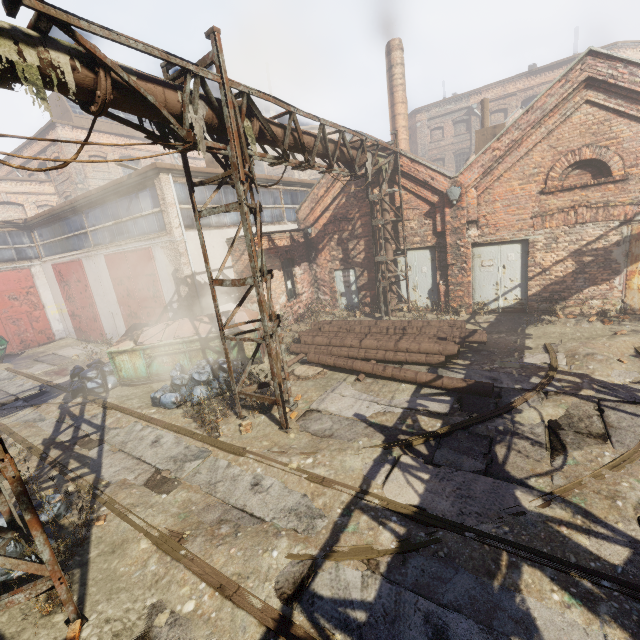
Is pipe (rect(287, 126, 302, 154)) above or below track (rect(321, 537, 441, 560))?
above

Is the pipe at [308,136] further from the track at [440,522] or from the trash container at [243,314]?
the trash container at [243,314]

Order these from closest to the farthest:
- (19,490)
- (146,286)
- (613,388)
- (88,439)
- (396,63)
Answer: (19,490) → (613,388) → (88,439) → (146,286) → (396,63)

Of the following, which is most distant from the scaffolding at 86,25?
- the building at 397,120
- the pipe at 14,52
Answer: the building at 397,120

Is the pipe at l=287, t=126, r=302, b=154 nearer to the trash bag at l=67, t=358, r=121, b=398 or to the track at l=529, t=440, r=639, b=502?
the track at l=529, t=440, r=639, b=502

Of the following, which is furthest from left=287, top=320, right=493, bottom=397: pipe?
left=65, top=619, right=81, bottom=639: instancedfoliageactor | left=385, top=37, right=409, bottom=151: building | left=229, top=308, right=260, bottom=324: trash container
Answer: left=385, top=37, right=409, bottom=151: building

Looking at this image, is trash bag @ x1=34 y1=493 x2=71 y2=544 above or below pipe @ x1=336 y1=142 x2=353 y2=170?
below

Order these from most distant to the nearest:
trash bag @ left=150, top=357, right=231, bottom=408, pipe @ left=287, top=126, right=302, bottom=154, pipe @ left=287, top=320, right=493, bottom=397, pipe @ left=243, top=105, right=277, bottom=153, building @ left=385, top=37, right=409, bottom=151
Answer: building @ left=385, top=37, right=409, bottom=151
trash bag @ left=150, top=357, right=231, bottom=408
pipe @ left=287, top=320, right=493, bottom=397
pipe @ left=287, top=126, right=302, bottom=154
pipe @ left=243, top=105, right=277, bottom=153
